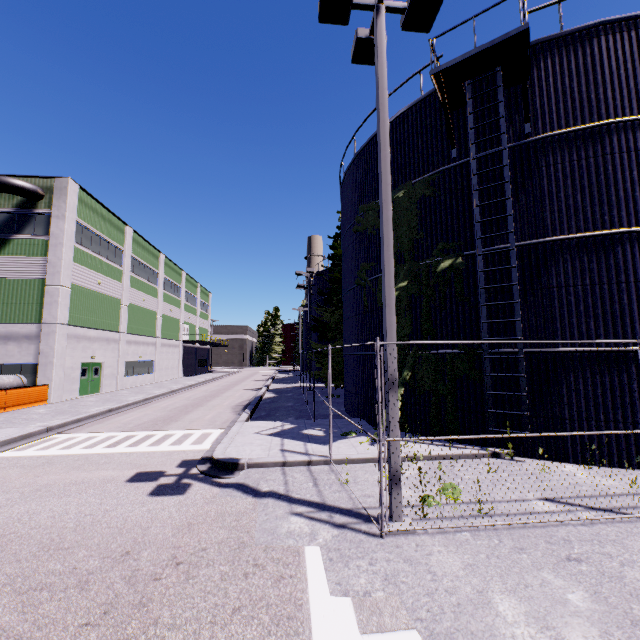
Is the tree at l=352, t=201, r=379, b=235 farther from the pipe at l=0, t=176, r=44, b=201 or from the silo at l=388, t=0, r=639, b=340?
the pipe at l=0, t=176, r=44, b=201

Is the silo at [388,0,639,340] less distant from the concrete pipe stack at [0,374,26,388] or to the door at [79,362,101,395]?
the concrete pipe stack at [0,374,26,388]

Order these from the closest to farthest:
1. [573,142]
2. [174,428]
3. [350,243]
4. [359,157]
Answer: [573,142] → [174,428] → [359,157] → [350,243]

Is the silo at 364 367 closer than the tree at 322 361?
Yes

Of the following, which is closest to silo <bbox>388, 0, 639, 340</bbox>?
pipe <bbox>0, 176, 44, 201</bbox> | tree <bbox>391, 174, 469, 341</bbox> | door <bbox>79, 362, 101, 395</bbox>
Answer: tree <bbox>391, 174, 469, 341</bbox>

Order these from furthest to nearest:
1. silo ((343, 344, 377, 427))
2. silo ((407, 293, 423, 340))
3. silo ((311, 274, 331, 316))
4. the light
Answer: silo ((311, 274, 331, 316))
silo ((343, 344, 377, 427))
silo ((407, 293, 423, 340))
the light
